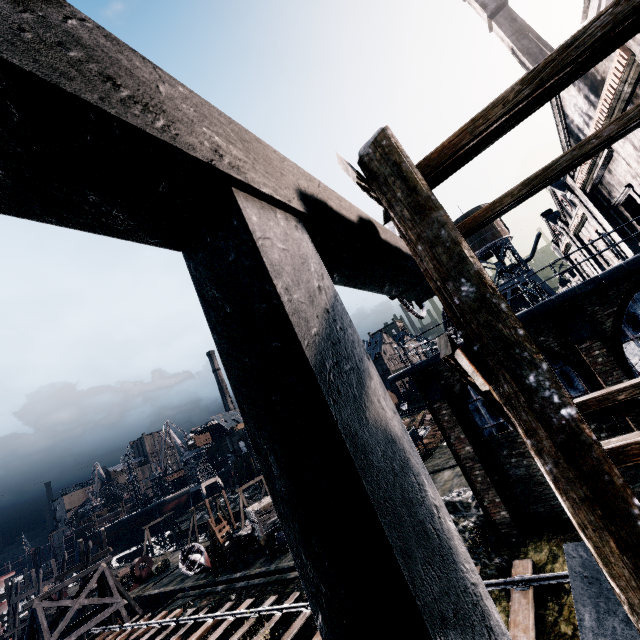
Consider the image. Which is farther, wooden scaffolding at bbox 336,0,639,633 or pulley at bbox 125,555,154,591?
pulley at bbox 125,555,154,591

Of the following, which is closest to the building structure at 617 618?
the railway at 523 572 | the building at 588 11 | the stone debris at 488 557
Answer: the building at 588 11

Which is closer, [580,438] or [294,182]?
[580,438]

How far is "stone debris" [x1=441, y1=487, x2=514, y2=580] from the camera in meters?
12.2 m

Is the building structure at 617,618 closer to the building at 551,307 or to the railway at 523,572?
the building at 551,307

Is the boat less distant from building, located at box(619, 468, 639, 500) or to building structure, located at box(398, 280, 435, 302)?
building, located at box(619, 468, 639, 500)

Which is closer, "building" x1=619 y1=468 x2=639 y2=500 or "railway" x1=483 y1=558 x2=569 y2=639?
"railway" x1=483 y1=558 x2=569 y2=639
